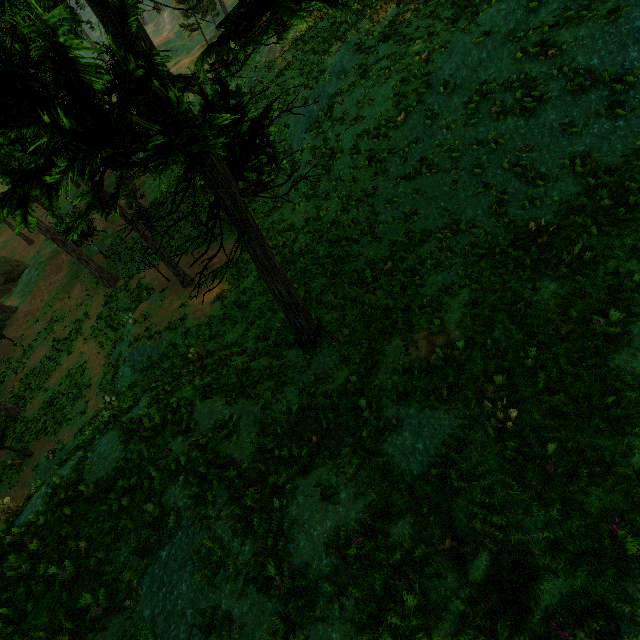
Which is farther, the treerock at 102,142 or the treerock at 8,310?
the treerock at 8,310

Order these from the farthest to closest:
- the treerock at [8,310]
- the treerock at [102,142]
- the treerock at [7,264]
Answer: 1. the treerock at [7,264]
2. the treerock at [8,310]
3. the treerock at [102,142]

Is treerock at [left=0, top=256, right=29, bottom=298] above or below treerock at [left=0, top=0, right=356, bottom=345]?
below

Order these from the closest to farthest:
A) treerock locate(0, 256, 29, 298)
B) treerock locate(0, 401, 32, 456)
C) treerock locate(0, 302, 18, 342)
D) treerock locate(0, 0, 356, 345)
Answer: treerock locate(0, 0, 356, 345)
treerock locate(0, 401, 32, 456)
treerock locate(0, 302, 18, 342)
treerock locate(0, 256, 29, 298)

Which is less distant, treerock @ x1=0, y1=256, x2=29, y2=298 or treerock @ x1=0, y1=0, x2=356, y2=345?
treerock @ x1=0, y1=0, x2=356, y2=345

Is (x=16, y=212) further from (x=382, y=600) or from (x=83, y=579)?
(x=382, y=600)
